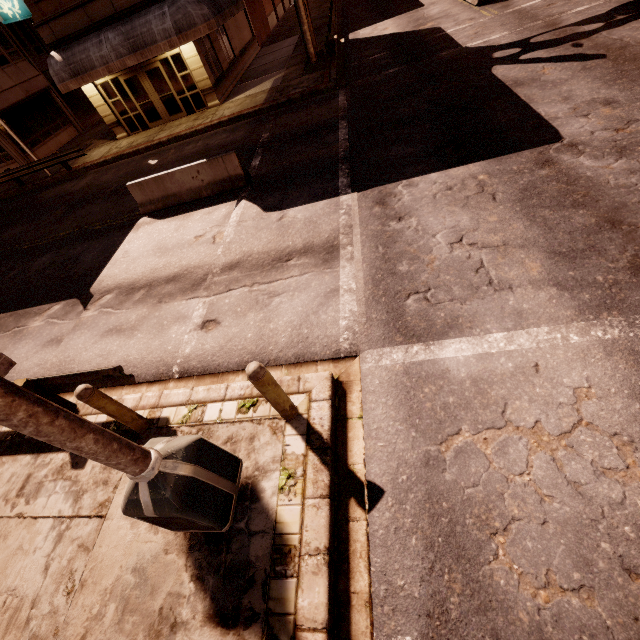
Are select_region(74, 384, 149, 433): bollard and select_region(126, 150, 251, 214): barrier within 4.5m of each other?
no

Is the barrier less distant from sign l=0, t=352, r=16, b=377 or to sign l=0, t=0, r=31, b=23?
sign l=0, t=352, r=16, b=377

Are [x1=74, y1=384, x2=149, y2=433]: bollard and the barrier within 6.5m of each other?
no

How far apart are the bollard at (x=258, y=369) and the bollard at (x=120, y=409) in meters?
2.2

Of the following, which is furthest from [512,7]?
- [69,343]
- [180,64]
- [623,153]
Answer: [69,343]

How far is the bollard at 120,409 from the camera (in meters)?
4.21

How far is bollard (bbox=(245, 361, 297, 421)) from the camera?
3.6m

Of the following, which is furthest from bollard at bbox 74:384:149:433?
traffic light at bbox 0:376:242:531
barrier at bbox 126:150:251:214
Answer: barrier at bbox 126:150:251:214
